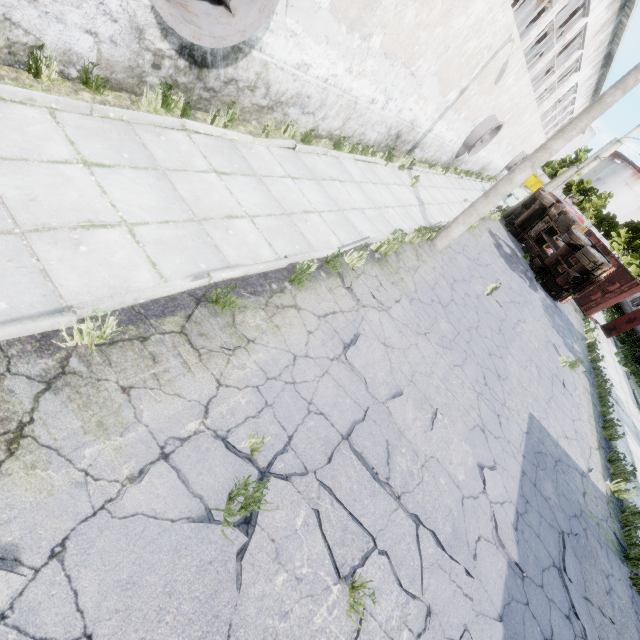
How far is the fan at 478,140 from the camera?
16.70m

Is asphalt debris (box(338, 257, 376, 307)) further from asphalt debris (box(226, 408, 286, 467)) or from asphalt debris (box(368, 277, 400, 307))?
asphalt debris (box(226, 408, 286, 467))

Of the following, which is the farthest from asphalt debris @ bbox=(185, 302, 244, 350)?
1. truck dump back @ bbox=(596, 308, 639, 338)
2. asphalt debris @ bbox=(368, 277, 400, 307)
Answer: truck dump back @ bbox=(596, 308, 639, 338)

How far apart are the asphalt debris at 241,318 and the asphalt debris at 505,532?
4.5m

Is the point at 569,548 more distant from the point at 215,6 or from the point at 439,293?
the point at 215,6

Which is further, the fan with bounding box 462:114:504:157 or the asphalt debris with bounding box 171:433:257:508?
the fan with bounding box 462:114:504:157

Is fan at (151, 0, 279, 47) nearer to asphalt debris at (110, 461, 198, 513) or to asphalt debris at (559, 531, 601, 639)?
asphalt debris at (110, 461, 198, 513)

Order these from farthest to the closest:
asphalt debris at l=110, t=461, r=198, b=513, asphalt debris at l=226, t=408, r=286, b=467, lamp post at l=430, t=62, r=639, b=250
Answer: lamp post at l=430, t=62, r=639, b=250 < asphalt debris at l=226, t=408, r=286, b=467 < asphalt debris at l=110, t=461, r=198, b=513
